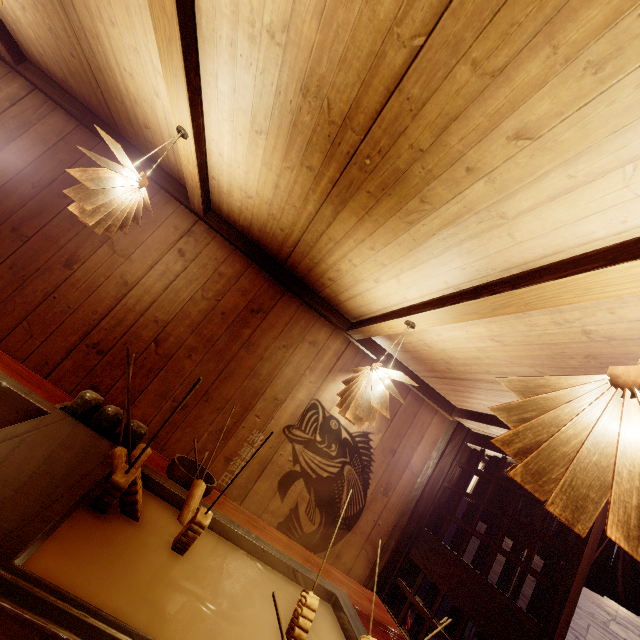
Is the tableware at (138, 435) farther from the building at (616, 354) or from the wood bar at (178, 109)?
the wood bar at (178, 109)

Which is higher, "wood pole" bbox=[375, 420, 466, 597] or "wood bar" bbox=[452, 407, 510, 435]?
"wood bar" bbox=[452, 407, 510, 435]

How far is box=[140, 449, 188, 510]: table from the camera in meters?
2.6 m

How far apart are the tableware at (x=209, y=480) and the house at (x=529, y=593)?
13.45m

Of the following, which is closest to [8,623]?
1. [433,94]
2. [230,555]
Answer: [230,555]

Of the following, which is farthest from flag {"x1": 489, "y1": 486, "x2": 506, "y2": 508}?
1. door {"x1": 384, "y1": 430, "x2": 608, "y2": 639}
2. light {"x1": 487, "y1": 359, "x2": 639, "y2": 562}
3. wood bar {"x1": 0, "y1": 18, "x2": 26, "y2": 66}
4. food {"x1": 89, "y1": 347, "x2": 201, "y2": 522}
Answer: wood bar {"x1": 0, "y1": 18, "x2": 26, "y2": 66}

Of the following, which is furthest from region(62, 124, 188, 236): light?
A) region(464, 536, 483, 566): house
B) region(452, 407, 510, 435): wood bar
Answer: region(464, 536, 483, 566): house

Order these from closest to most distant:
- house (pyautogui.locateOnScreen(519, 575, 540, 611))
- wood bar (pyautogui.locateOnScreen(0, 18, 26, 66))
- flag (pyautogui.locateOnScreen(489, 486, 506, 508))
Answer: wood bar (pyautogui.locateOnScreen(0, 18, 26, 66)), flag (pyautogui.locateOnScreen(489, 486, 506, 508)), house (pyautogui.locateOnScreen(519, 575, 540, 611))
